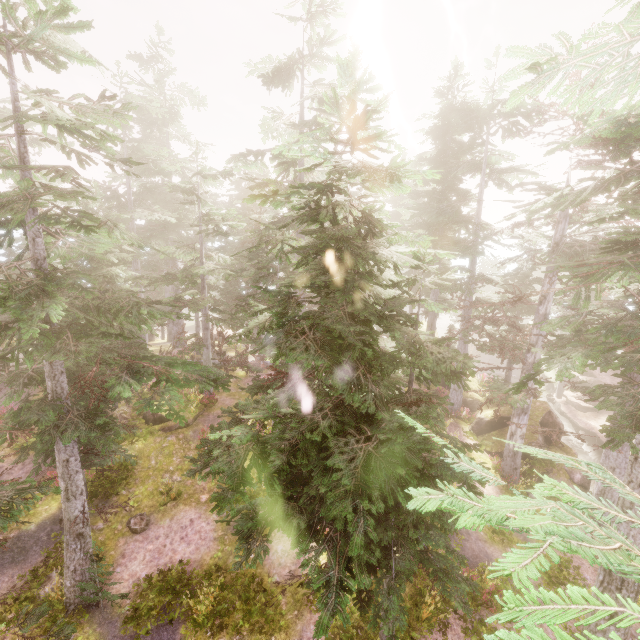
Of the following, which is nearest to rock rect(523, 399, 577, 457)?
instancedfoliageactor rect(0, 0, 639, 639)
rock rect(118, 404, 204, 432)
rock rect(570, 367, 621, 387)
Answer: instancedfoliageactor rect(0, 0, 639, 639)

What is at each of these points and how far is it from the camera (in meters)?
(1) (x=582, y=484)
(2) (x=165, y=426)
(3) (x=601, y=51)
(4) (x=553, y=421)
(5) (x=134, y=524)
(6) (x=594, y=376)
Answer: (1) rock, 17.67
(2) rock, 18.03
(3) instancedfoliageactor, 7.29
(4) rock, 20.94
(5) instancedfoliageactor, 13.23
(6) rock, 30.28

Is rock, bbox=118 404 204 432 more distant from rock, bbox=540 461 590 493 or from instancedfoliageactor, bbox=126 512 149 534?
rock, bbox=540 461 590 493

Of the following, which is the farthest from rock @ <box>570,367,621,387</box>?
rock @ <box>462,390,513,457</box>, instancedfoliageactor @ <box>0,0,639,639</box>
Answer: rock @ <box>462,390,513,457</box>

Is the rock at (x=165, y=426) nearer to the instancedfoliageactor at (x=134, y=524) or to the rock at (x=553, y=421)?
the instancedfoliageactor at (x=134, y=524)

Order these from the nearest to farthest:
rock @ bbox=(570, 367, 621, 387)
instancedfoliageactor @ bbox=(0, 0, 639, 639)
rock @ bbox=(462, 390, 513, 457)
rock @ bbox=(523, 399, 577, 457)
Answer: instancedfoliageactor @ bbox=(0, 0, 639, 639)
rock @ bbox=(523, 399, 577, 457)
rock @ bbox=(462, 390, 513, 457)
rock @ bbox=(570, 367, 621, 387)

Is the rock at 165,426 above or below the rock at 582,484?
above

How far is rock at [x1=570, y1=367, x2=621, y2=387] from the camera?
29.28m
